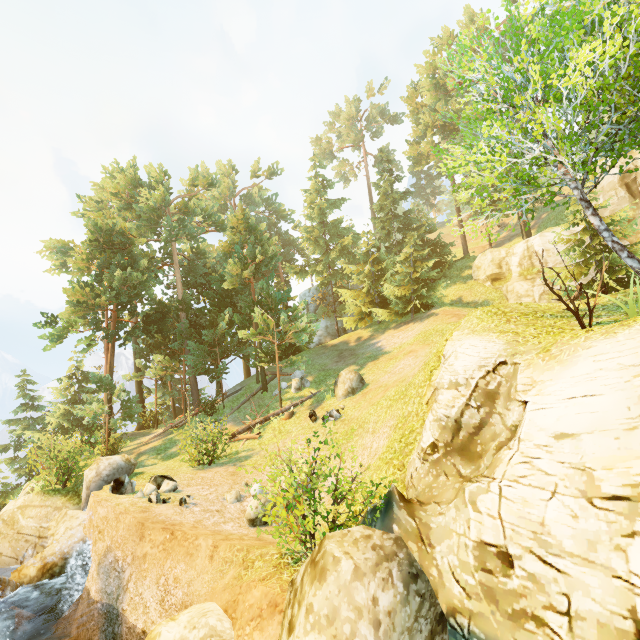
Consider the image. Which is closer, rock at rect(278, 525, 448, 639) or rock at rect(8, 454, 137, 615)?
rock at rect(278, 525, 448, 639)

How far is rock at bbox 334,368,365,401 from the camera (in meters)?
17.73

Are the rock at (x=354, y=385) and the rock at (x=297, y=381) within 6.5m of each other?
yes

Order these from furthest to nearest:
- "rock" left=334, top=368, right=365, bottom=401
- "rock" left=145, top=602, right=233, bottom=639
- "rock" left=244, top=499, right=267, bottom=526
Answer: "rock" left=334, top=368, right=365, bottom=401 < "rock" left=244, top=499, right=267, bottom=526 < "rock" left=145, top=602, right=233, bottom=639

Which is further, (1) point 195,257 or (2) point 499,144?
(1) point 195,257

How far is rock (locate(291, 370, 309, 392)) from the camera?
21.7m

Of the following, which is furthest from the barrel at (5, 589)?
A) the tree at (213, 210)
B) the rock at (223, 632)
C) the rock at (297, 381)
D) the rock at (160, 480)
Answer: the rock at (297, 381)

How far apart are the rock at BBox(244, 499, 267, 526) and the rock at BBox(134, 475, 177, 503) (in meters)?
3.08
